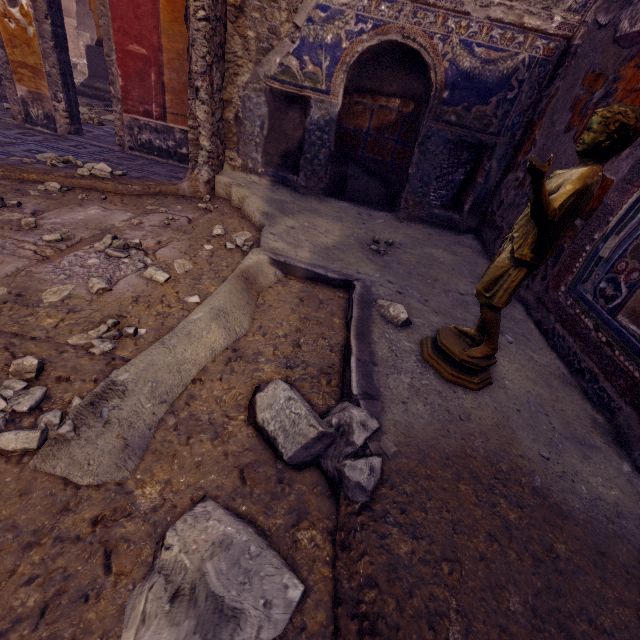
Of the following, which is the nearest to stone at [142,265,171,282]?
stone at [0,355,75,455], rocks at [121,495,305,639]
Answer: stone at [0,355,75,455]

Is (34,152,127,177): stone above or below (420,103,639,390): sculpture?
below

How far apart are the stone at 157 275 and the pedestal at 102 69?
8.6m

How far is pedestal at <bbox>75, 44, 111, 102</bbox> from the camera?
8.0 meters

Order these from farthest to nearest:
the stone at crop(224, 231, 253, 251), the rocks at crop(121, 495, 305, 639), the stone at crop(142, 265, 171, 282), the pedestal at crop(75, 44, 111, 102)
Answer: the pedestal at crop(75, 44, 111, 102) → the stone at crop(224, 231, 253, 251) → the stone at crop(142, 265, 171, 282) → the rocks at crop(121, 495, 305, 639)

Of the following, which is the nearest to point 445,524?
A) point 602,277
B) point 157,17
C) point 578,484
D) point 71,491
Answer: point 578,484

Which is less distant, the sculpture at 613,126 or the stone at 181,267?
the sculpture at 613,126

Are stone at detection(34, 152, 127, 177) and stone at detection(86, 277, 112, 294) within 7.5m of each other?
yes
